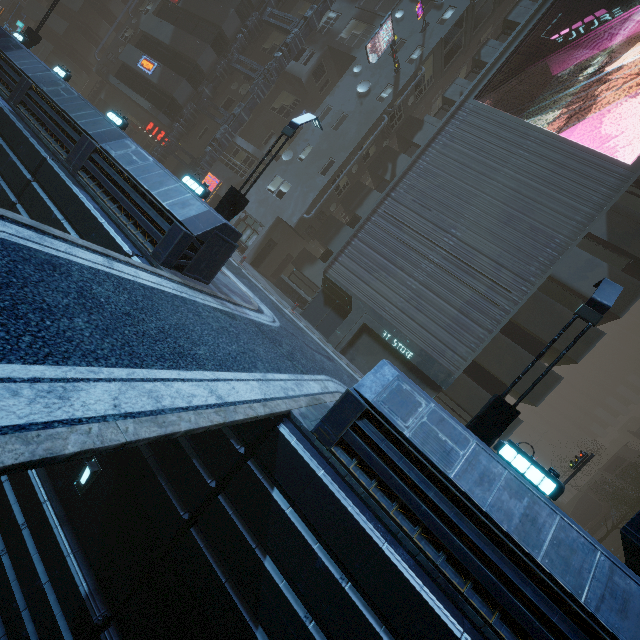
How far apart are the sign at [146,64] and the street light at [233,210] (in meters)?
21.66

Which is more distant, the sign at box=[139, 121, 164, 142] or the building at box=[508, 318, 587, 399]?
the sign at box=[139, 121, 164, 142]

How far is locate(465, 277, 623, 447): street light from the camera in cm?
726

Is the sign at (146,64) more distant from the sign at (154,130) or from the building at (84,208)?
the sign at (154,130)

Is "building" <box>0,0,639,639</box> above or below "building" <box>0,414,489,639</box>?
above

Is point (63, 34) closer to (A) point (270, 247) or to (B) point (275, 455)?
(A) point (270, 247)

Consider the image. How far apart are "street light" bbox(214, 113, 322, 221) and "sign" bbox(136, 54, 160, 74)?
21.7m

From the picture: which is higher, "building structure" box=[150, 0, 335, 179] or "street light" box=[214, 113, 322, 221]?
"building structure" box=[150, 0, 335, 179]
